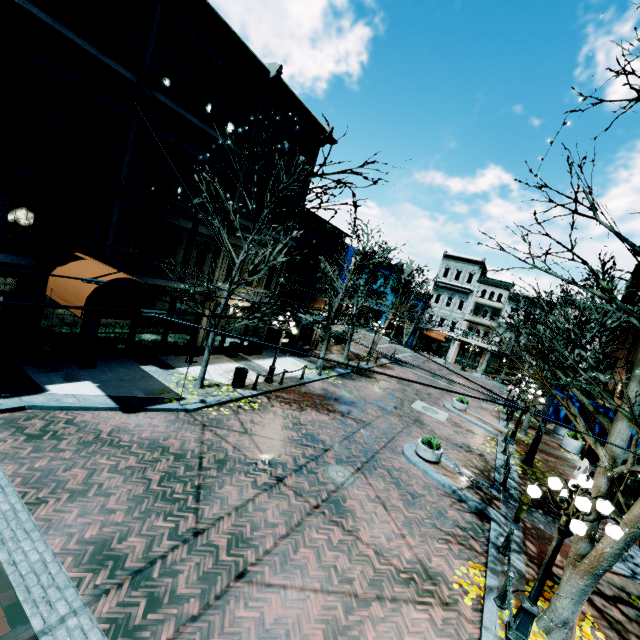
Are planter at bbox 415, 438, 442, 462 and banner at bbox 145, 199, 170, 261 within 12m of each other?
no

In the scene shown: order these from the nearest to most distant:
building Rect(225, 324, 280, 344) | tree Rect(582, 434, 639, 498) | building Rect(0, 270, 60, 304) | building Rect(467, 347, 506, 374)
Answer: tree Rect(582, 434, 639, 498) → building Rect(0, 270, 60, 304) → building Rect(225, 324, 280, 344) → building Rect(467, 347, 506, 374)

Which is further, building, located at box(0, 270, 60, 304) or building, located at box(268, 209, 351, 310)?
building, located at box(268, 209, 351, 310)

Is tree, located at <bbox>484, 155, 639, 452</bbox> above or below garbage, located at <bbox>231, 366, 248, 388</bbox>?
above

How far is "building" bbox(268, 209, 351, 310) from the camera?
20.2m

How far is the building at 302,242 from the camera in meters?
20.2

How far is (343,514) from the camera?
8.7 meters

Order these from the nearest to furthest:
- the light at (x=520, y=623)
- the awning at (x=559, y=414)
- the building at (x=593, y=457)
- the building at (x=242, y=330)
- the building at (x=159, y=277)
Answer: the light at (x=520, y=623)
the awning at (x=559, y=414)
the building at (x=159, y=277)
the building at (x=593, y=457)
the building at (x=242, y=330)
